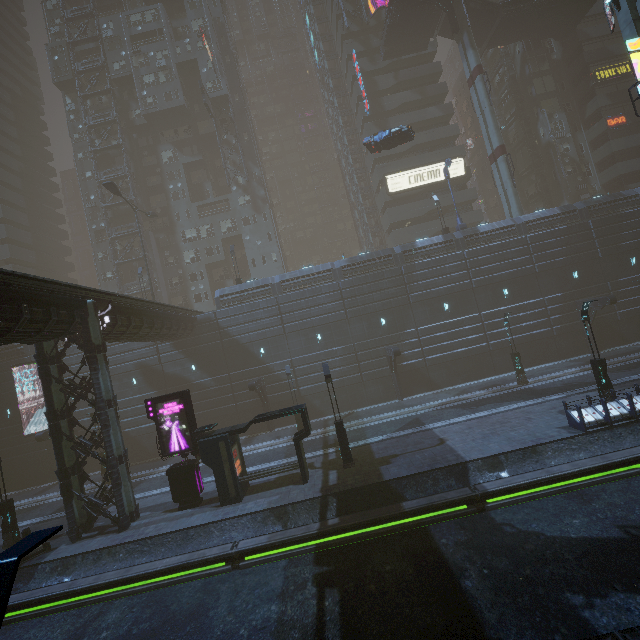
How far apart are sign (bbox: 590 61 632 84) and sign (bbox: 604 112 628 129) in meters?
4.3

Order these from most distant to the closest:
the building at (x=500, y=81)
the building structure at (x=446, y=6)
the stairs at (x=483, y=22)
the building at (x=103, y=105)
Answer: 1. the building at (x=500, y=81)
2. the building at (x=103, y=105)
3. the stairs at (x=483, y=22)
4. the building structure at (x=446, y=6)

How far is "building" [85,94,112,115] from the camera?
44.9m

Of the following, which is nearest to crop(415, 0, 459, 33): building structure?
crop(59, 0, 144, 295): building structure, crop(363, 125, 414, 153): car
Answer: crop(363, 125, 414, 153): car

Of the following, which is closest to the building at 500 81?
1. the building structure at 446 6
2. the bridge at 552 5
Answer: the bridge at 552 5

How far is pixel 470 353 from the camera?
29.4m

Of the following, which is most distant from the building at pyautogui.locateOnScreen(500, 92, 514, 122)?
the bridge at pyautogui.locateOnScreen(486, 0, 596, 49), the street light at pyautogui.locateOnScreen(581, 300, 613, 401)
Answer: the street light at pyautogui.locateOnScreen(581, 300, 613, 401)
